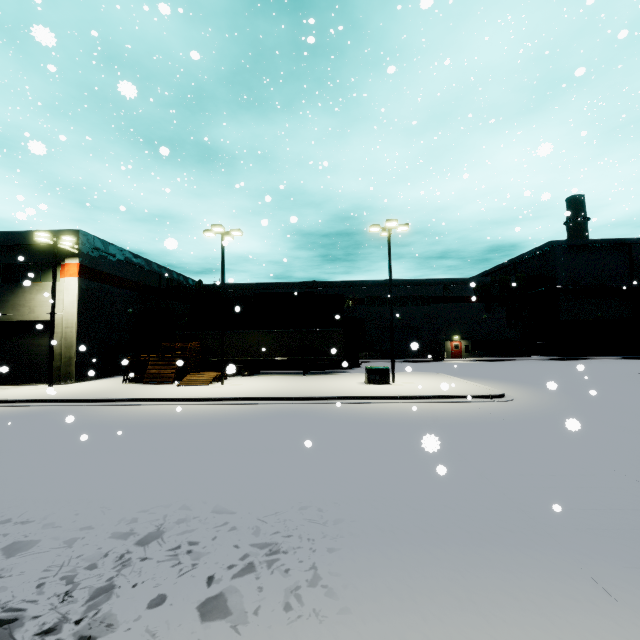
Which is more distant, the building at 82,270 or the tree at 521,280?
the tree at 521,280

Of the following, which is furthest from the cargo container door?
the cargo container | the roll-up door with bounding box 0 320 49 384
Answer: the roll-up door with bounding box 0 320 49 384

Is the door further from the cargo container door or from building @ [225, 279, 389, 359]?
the cargo container door

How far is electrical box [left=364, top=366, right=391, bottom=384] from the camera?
19.1 meters

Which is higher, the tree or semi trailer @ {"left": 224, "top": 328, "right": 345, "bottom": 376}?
the tree

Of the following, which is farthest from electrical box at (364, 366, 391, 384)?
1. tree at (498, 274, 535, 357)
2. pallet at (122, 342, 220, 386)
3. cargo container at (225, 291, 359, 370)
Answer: tree at (498, 274, 535, 357)

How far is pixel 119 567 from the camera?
4.2m

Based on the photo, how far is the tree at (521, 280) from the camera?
42.47m
